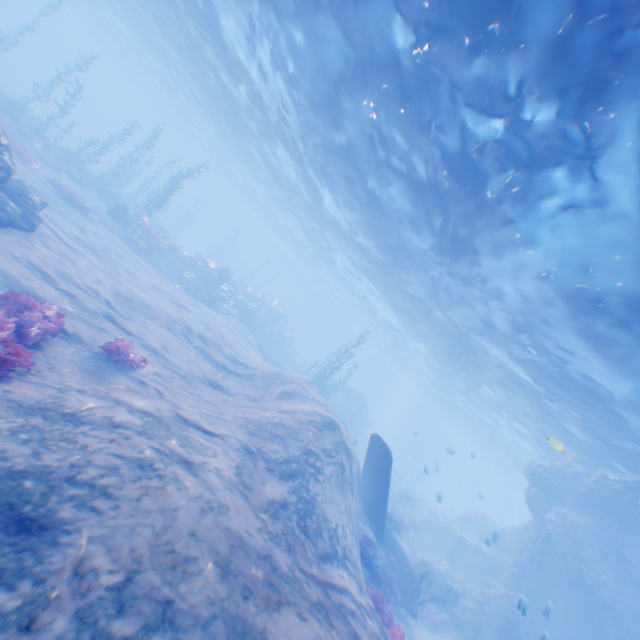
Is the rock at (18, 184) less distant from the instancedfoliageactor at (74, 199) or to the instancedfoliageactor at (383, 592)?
the instancedfoliageactor at (74, 199)

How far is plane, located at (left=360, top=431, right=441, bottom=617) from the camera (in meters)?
13.75

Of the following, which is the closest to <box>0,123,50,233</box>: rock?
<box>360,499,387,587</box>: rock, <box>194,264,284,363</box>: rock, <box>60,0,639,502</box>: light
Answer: <box>60,0,639,502</box>: light

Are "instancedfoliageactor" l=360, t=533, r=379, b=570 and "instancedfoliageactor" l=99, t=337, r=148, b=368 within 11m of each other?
yes

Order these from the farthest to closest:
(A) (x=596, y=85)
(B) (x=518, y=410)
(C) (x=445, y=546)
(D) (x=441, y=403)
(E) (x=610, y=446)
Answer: (D) (x=441, y=403) < (B) (x=518, y=410) < (C) (x=445, y=546) < (E) (x=610, y=446) < (A) (x=596, y=85)

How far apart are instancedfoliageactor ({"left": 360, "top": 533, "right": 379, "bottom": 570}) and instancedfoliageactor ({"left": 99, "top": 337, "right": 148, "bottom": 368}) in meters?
9.2 m

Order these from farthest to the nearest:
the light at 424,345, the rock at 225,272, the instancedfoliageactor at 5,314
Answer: the rock at 225,272 → the light at 424,345 → the instancedfoliageactor at 5,314

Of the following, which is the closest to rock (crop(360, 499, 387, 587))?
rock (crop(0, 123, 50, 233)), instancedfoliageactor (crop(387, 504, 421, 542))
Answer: instancedfoliageactor (crop(387, 504, 421, 542))
